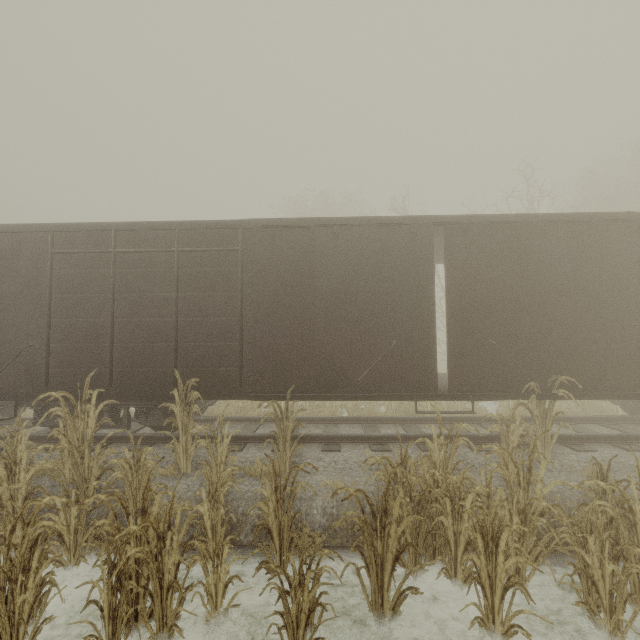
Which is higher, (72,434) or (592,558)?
(72,434)

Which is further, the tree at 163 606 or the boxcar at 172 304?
the boxcar at 172 304

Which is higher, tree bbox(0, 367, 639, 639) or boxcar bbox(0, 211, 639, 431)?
boxcar bbox(0, 211, 639, 431)

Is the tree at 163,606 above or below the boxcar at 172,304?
below

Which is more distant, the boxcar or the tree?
the boxcar
